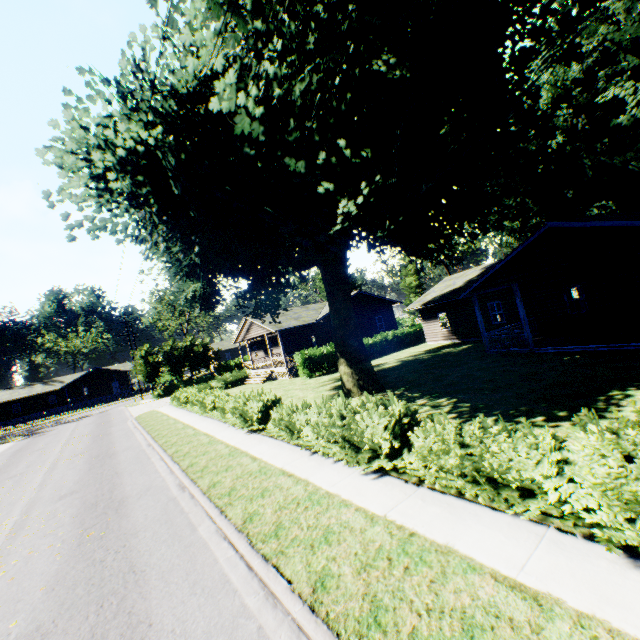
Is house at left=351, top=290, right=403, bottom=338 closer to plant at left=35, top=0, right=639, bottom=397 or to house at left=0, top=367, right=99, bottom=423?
plant at left=35, top=0, right=639, bottom=397

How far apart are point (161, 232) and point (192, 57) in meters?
7.0 m

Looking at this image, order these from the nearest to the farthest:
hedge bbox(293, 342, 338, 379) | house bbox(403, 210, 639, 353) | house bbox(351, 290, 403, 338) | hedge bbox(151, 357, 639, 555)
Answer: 1. hedge bbox(151, 357, 639, 555)
2. house bbox(403, 210, 639, 353)
3. hedge bbox(293, 342, 338, 379)
4. house bbox(351, 290, 403, 338)

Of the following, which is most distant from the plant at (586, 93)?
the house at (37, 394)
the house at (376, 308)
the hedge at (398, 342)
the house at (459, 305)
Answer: the house at (37, 394)

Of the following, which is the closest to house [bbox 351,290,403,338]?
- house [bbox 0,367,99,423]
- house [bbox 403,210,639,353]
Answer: house [bbox 403,210,639,353]

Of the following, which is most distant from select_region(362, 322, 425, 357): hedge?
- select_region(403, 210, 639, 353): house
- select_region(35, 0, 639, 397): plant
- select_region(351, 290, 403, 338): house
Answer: select_region(351, 290, 403, 338): house

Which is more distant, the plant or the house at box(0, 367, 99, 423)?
the house at box(0, 367, 99, 423)

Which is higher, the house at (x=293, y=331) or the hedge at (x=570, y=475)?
the house at (x=293, y=331)
